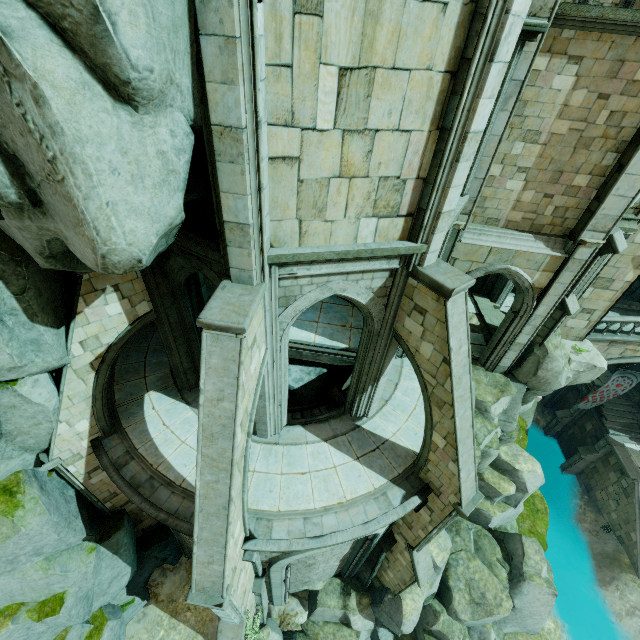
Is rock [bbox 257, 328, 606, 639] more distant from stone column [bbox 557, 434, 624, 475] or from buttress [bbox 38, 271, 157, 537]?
stone column [bbox 557, 434, 624, 475]

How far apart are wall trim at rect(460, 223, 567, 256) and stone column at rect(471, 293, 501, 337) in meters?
5.8

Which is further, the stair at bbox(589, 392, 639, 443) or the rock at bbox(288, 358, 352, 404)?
the stair at bbox(589, 392, 639, 443)

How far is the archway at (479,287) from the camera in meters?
17.3 m

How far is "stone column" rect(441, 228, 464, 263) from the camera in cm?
1019

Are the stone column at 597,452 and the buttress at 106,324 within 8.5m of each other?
no

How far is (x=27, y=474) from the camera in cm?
980

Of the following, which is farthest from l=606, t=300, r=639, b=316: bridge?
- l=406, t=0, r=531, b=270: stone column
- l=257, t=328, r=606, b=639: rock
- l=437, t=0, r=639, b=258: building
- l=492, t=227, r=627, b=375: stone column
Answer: l=406, t=0, r=531, b=270: stone column
